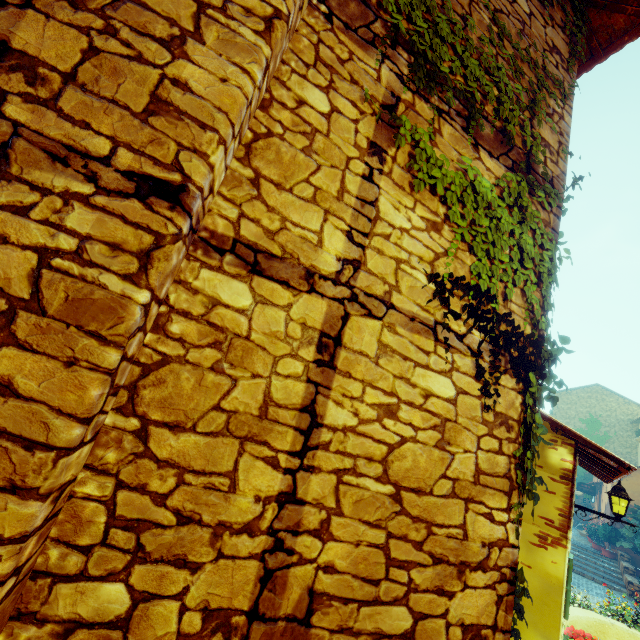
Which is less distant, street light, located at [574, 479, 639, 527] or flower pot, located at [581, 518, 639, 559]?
street light, located at [574, 479, 639, 527]

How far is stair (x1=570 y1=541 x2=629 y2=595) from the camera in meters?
13.8

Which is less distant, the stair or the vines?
the vines

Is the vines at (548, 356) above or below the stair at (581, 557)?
above

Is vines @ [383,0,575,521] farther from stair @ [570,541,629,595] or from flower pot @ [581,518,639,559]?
flower pot @ [581,518,639,559]

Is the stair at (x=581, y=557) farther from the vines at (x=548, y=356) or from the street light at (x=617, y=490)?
the street light at (x=617, y=490)

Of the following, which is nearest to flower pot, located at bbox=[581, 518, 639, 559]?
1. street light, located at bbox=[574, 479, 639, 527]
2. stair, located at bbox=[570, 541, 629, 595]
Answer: stair, located at bbox=[570, 541, 629, 595]

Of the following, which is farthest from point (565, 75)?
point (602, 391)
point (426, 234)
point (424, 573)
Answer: point (602, 391)
